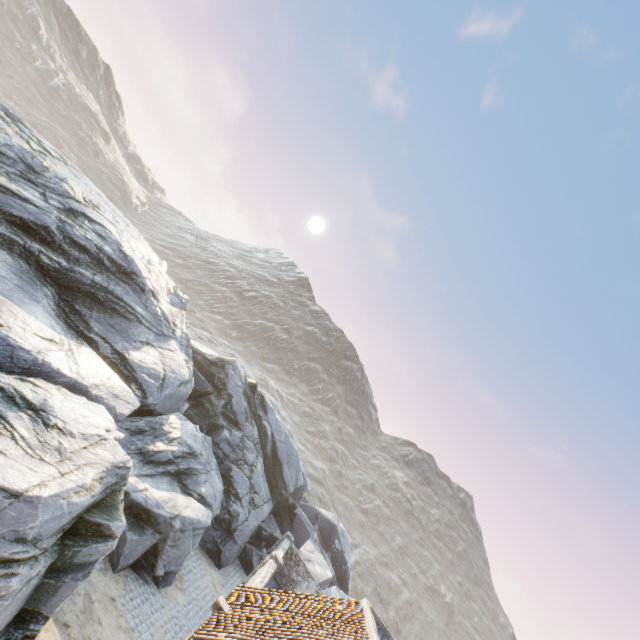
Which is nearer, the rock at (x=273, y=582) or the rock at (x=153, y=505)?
the rock at (x=153, y=505)

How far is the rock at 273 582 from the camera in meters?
19.5

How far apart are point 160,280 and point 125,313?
4.3 meters

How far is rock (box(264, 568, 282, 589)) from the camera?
19.5 meters

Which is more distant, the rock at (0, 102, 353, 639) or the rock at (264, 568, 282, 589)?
the rock at (264, 568, 282, 589)
